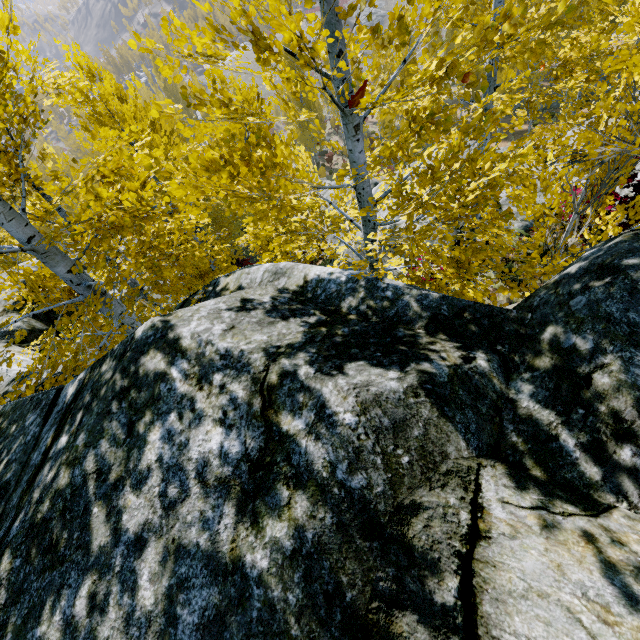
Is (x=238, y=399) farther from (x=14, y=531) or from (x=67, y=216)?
(x=67, y=216)

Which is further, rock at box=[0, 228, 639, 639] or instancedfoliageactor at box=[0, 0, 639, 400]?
instancedfoliageactor at box=[0, 0, 639, 400]

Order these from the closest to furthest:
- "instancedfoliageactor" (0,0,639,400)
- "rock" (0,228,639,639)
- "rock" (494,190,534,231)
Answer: "rock" (0,228,639,639), "instancedfoliageactor" (0,0,639,400), "rock" (494,190,534,231)

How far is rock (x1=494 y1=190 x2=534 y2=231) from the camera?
8.9 meters

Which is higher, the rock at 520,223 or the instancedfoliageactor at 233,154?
the rock at 520,223

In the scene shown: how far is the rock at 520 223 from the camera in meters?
8.9

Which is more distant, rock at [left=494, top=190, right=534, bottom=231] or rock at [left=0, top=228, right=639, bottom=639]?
rock at [left=494, top=190, right=534, bottom=231]
